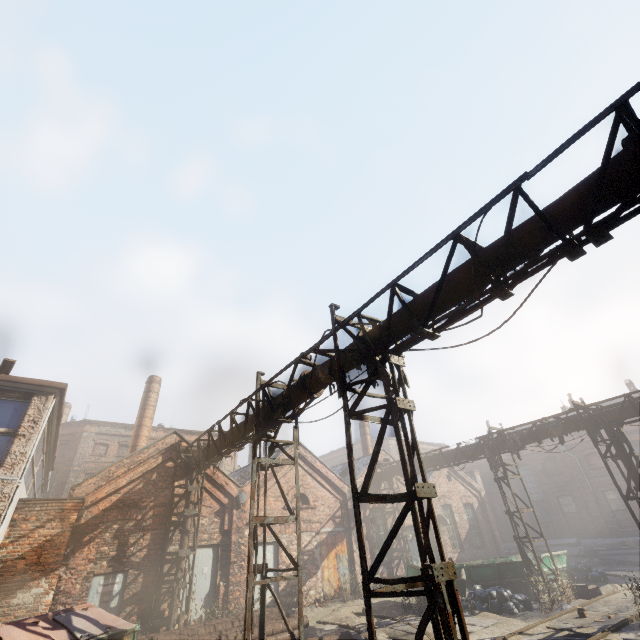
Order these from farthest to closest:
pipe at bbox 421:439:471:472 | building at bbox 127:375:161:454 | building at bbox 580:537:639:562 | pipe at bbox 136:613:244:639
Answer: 1. building at bbox 580:537:639:562
2. building at bbox 127:375:161:454
3. pipe at bbox 421:439:471:472
4. pipe at bbox 136:613:244:639

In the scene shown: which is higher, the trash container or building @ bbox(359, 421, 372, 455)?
building @ bbox(359, 421, 372, 455)

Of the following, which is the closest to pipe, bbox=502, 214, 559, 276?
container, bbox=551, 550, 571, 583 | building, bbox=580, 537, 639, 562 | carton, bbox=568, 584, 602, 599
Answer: container, bbox=551, 550, 571, 583

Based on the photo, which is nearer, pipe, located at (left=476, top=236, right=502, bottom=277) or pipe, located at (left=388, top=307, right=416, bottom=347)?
pipe, located at (left=476, top=236, right=502, bottom=277)

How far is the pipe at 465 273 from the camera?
5.12m

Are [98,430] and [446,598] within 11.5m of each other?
no

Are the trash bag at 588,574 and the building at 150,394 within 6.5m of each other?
no

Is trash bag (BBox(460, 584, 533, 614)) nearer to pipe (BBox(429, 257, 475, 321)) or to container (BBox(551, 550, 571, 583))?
container (BBox(551, 550, 571, 583))
